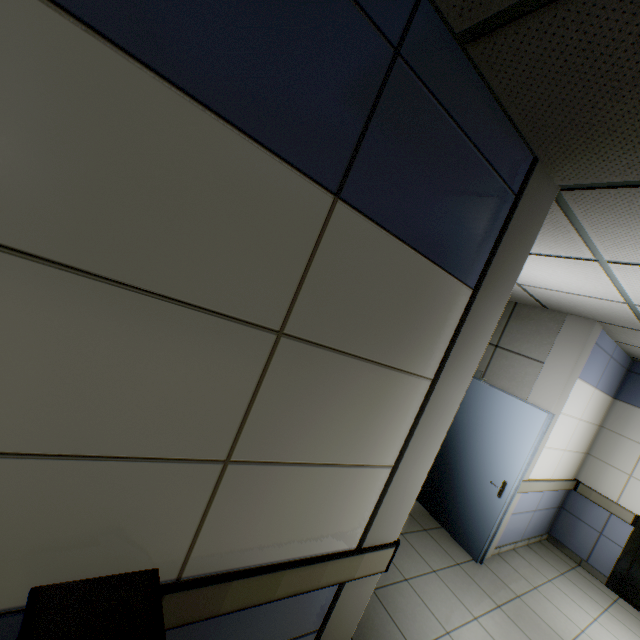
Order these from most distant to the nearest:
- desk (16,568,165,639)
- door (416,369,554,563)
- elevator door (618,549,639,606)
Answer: elevator door (618,549,639,606) < door (416,369,554,563) < desk (16,568,165,639)

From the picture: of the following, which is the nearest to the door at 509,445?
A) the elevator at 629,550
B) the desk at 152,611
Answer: the elevator at 629,550

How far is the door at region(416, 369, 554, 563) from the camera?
3.87m

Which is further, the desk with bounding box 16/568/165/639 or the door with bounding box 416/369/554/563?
the door with bounding box 416/369/554/563

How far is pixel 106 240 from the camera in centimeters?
79cm

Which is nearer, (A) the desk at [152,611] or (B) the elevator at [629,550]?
(A) the desk at [152,611]

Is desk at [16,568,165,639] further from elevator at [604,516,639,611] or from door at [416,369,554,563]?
elevator at [604,516,639,611]

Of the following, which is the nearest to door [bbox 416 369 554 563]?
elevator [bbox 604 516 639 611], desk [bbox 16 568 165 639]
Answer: elevator [bbox 604 516 639 611]
